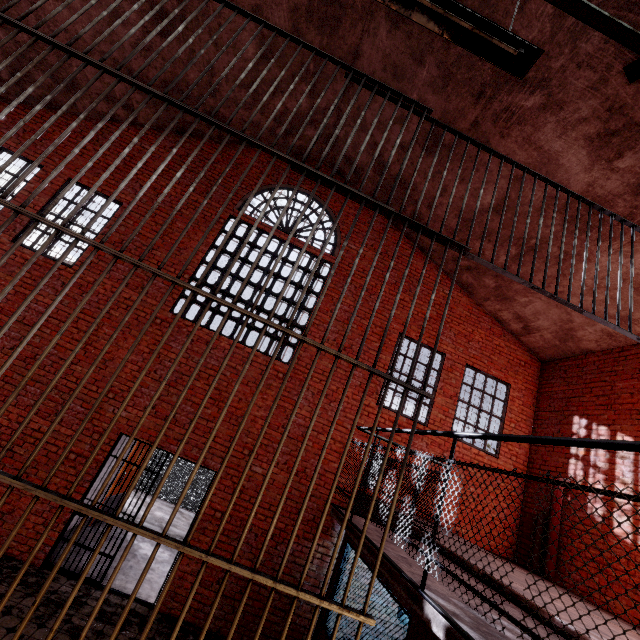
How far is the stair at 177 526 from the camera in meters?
9.0

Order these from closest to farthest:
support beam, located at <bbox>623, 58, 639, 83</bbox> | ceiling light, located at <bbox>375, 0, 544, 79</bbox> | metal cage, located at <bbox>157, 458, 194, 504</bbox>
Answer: ceiling light, located at <bbox>375, 0, 544, 79</bbox> → support beam, located at <bbox>623, 58, 639, 83</bbox> → metal cage, located at <bbox>157, 458, 194, 504</bbox>

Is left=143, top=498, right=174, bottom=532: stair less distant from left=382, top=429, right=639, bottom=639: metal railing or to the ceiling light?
left=382, top=429, right=639, bottom=639: metal railing

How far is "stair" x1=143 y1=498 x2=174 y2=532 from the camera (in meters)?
8.99

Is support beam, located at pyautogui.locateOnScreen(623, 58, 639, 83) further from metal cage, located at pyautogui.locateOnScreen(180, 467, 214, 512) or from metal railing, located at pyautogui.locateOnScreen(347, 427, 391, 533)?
metal cage, located at pyautogui.locateOnScreen(180, 467, 214, 512)

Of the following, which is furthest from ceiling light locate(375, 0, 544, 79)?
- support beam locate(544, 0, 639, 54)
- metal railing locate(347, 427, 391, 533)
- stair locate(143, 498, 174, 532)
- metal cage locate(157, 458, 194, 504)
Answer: stair locate(143, 498, 174, 532)

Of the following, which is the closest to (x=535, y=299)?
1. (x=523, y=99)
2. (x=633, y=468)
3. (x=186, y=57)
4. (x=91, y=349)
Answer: (x=633, y=468)

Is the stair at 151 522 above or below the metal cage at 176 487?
below
